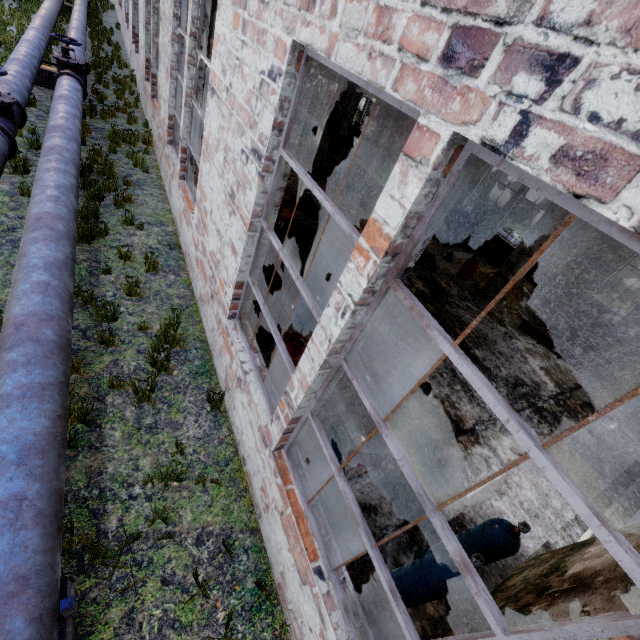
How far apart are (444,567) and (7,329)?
4.7m

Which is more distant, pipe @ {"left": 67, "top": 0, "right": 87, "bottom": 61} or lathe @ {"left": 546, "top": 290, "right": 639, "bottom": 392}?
pipe @ {"left": 67, "top": 0, "right": 87, "bottom": 61}

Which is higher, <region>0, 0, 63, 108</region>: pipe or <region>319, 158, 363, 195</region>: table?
<region>0, 0, 63, 108</region>: pipe

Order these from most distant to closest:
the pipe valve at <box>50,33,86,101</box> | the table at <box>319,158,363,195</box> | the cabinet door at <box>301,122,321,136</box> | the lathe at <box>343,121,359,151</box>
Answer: the lathe at <box>343,121,359,151</box>, the cabinet door at <box>301,122,321,136</box>, the table at <box>319,158,363,195</box>, the pipe valve at <box>50,33,86,101</box>

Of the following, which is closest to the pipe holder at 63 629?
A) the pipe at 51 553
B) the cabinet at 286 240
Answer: the pipe at 51 553

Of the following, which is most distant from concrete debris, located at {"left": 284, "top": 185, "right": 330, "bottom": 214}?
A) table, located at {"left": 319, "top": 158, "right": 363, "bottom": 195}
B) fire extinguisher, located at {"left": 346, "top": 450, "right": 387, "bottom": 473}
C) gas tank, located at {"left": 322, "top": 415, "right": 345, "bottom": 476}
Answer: fire extinguisher, located at {"left": 346, "top": 450, "right": 387, "bottom": 473}

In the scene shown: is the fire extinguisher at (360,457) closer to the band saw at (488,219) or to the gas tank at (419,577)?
the gas tank at (419,577)

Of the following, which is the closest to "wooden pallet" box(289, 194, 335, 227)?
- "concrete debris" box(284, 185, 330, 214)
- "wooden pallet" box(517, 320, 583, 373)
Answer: "concrete debris" box(284, 185, 330, 214)
